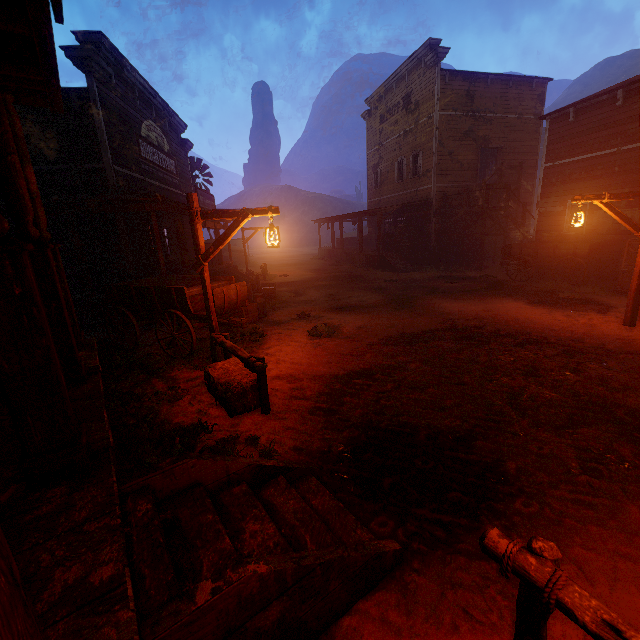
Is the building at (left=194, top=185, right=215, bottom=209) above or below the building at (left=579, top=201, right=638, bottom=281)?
above

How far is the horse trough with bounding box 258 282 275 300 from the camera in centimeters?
1285cm

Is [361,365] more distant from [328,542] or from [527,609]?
[527,609]

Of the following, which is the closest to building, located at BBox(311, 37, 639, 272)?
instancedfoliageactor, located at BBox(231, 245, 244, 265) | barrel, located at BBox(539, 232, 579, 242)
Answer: barrel, located at BBox(539, 232, 579, 242)

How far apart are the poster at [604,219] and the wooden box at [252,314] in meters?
14.1

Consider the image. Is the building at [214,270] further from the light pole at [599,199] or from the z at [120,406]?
the light pole at [599,199]

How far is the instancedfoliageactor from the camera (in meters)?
27.88

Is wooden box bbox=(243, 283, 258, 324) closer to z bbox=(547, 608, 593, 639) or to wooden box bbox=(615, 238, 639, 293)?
z bbox=(547, 608, 593, 639)
